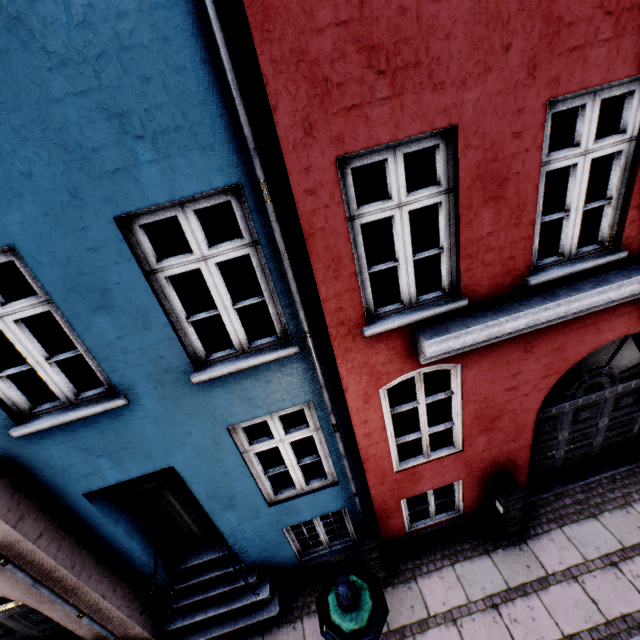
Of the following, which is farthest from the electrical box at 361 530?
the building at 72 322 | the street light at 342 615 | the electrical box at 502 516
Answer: the electrical box at 502 516

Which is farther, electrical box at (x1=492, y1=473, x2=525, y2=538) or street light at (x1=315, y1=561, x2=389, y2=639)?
electrical box at (x1=492, y1=473, x2=525, y2=538)

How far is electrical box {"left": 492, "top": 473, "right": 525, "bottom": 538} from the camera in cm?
502

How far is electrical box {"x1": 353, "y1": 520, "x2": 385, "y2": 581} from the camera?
4.9 meters

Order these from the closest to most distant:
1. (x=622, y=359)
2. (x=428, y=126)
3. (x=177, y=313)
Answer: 1. (x=428, y=126)
2. (x=177, y=313)
3. (x=622, y=359)

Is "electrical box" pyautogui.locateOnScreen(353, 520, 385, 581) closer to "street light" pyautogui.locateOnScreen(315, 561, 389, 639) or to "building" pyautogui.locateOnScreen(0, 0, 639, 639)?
"building" pyautogui.locateOnScreen(0, 0, 639, 639)

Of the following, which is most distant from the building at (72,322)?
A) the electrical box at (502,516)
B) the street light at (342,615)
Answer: the street light at (342,615)

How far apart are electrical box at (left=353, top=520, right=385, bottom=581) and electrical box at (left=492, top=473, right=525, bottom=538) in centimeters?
209cm
